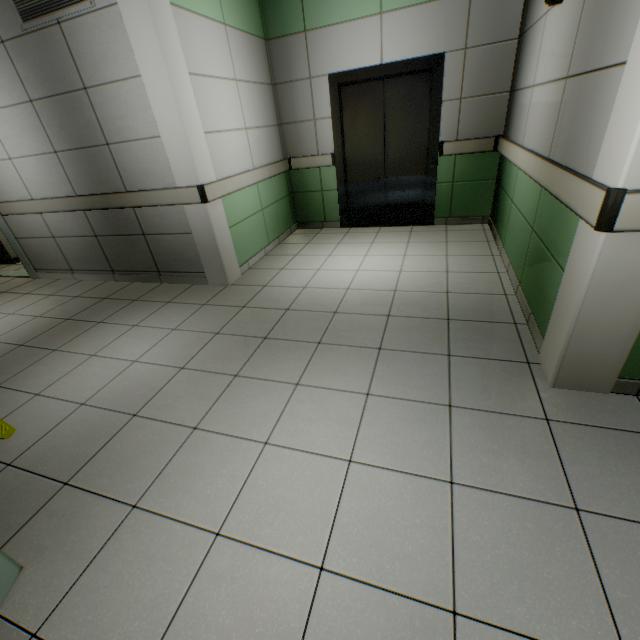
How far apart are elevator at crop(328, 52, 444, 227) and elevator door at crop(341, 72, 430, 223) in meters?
0.0

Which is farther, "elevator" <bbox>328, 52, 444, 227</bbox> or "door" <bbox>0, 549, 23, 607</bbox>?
"elevator" <bbox>328, 52, 444, 227</bbox>

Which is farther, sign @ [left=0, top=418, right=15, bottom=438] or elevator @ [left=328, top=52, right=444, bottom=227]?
elevator @ [left=328, top=52, right=444, bottom=227]

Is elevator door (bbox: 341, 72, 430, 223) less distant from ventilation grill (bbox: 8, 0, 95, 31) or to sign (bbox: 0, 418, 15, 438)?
ventilation grill (bbox: 8, 0, 95, 31)

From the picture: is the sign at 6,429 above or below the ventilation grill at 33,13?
below

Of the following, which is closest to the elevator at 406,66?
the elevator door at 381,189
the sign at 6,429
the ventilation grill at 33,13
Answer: the elevator door at 381,189

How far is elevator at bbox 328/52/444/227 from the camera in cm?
405

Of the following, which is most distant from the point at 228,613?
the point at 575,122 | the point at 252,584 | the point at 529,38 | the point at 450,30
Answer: the point at 450,30
